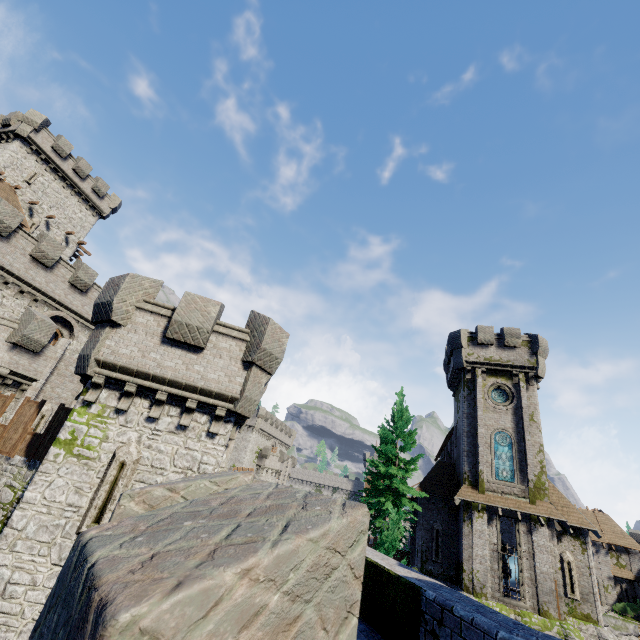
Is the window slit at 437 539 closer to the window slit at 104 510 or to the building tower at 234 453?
the building tower at 234 453

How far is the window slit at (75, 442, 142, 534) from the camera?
9.1 meters

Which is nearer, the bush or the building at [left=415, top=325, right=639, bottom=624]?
the building at [left=415, top=325, right=639, bottom=624]

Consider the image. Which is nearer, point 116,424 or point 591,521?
point 116,424

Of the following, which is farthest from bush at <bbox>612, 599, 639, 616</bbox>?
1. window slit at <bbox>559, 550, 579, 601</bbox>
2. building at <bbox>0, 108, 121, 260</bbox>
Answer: building at <bbox>0, 108, 121, 260</bbox>

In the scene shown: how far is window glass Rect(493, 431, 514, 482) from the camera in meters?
24.6

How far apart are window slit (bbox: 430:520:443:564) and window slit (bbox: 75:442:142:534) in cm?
2530

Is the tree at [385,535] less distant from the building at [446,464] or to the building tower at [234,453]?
the building at [446,464]
